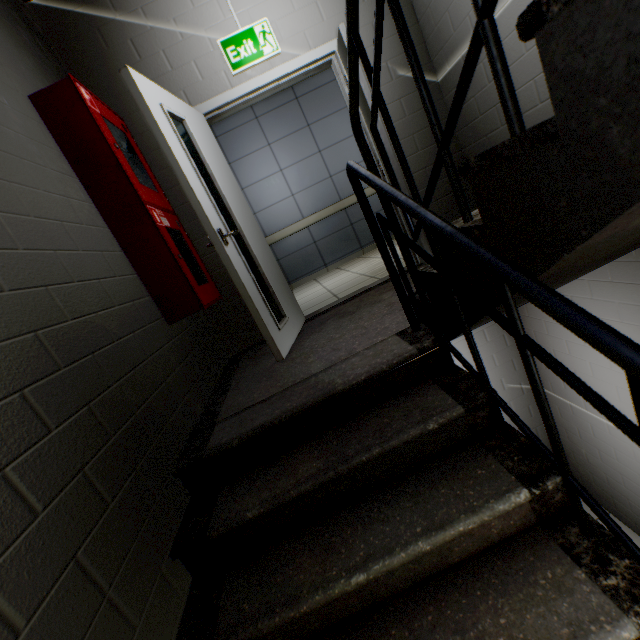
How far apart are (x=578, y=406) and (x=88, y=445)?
4.1 meters

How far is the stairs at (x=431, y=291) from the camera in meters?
1.4 m

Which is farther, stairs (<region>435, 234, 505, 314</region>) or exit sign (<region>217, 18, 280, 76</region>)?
exit sign (<region>217, 18, 280, 76</region>)

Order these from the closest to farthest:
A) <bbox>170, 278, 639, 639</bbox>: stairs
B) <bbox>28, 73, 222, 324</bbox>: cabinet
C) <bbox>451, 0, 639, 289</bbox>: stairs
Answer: <bbox>451, 0, 639, 289</bbox>: stairs < <bbox>170, 278, 639, 639</bbox>: stairs < <bbox>28, 73, 222, 324</bbox>: cabinet

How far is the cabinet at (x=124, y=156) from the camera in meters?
2.0 m

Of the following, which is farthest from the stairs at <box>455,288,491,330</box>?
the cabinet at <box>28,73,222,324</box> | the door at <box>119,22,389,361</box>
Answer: the cabinet at <box>28,73,222,324</box>
